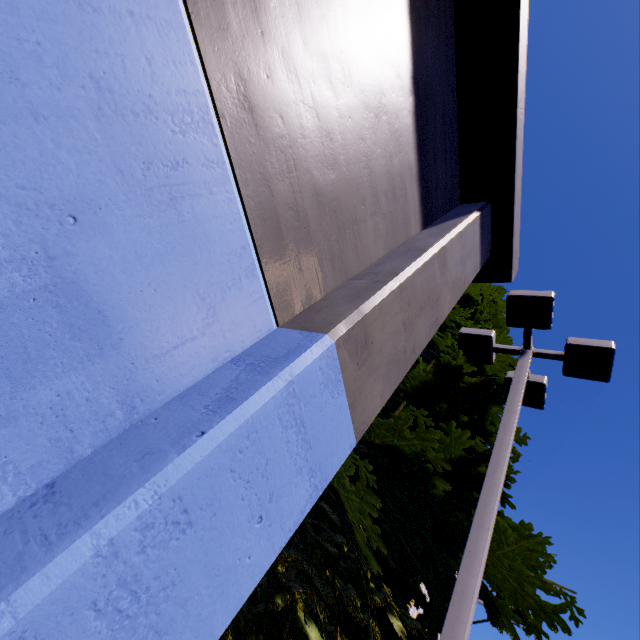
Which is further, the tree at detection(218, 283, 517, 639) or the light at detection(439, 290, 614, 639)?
the tree at detection(218, 283, 517, 639)

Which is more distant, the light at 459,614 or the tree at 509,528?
the tree at 509,528

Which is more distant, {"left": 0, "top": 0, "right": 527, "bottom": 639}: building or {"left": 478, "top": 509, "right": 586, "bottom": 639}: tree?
{"left": 478, "top": 509, "right": 586, "bottom": 639}: tree

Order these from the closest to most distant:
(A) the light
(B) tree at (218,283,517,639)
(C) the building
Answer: (C) the building, (A) the light, (B) tree at (218,283,517,639)

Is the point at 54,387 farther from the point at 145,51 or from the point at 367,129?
the point at 367,129

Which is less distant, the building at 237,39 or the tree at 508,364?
the building at 237,39
